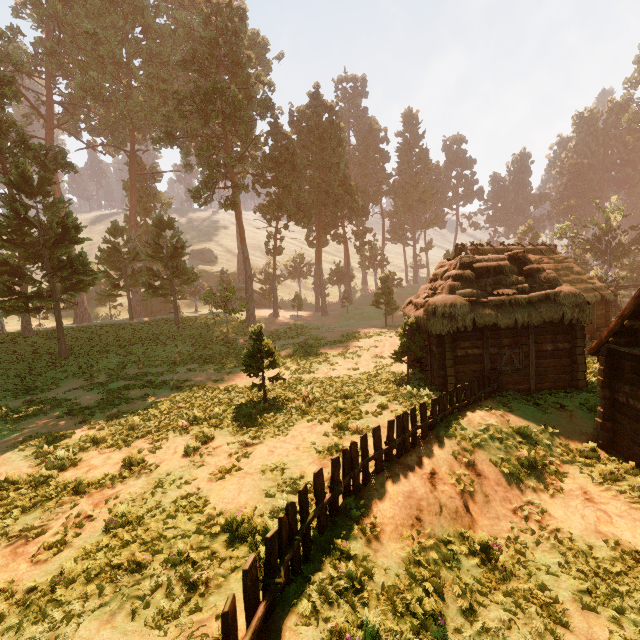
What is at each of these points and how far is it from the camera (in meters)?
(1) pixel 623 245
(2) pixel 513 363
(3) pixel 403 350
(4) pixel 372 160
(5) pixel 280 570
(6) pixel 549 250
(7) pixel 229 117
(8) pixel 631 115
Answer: (1) treerock, 37.84
(2) bp, 14.73
(3) treerock, 16.19
(4) treerock, 59.06
(5) fence, 4.73
(6) building, 27.92
(7) treerock, 31.61
(8) treerock, 56.75

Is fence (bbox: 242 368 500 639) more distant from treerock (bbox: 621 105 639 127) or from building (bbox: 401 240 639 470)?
treerock (bbox: 621 105 639 127)

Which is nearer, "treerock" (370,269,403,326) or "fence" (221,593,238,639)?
"fence" (221,593,238,639)

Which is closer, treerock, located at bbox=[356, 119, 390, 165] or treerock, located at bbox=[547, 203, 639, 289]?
treerock, located at bbox=[547, 203, 639, 289]

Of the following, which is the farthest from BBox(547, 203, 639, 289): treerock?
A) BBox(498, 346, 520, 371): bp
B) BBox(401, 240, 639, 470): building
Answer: BBox(498, 346, 520, 371): bp

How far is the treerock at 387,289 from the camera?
35.9m

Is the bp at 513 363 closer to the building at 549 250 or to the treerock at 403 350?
the building at 549 250
